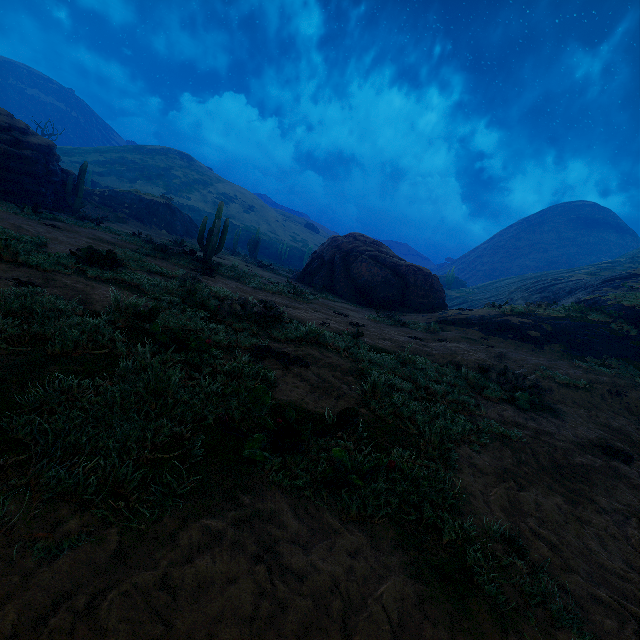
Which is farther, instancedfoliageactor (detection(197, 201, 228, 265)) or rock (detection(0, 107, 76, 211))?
rock (detection(0, 107, 76, 211))

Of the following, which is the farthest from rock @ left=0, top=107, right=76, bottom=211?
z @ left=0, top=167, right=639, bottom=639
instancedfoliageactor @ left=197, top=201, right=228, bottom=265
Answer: z @ left=0, top=167, right=639, bottom=639

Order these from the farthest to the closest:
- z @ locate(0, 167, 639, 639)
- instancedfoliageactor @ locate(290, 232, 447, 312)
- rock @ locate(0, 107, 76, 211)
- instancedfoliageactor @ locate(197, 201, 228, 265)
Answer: instancedfoliageactor @ locate(290, 232, 447, 312)
rock @ locate(0, 107, 76, 211)
instancedfoliageactor @ locate(197, 201, 228, 265)
z @ locate(0, 167, 639, 639)

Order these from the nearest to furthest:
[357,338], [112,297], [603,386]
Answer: [112,297] < [357,338] < [603,386]

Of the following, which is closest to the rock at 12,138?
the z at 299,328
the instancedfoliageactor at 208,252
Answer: the instancedfoliageactor at 208,252

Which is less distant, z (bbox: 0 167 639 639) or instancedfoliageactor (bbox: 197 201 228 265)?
z (bbox: 0 167 639 639)
